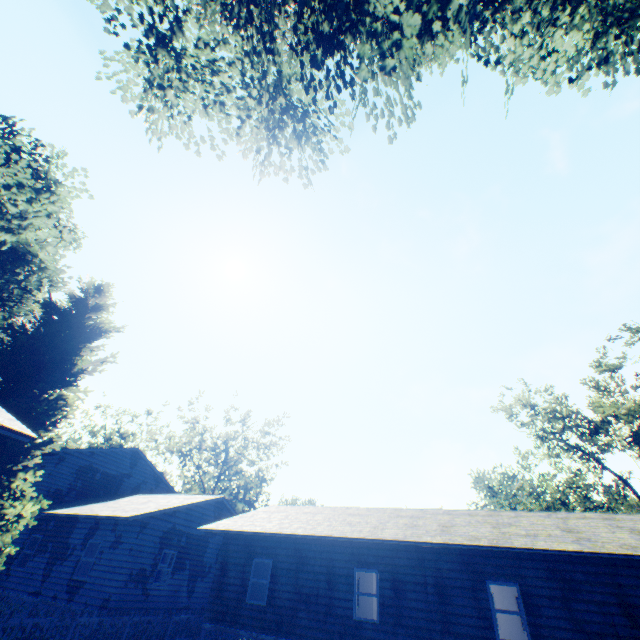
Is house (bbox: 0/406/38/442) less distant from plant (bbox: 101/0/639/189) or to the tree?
plant (bbox: 101/0/639/189)

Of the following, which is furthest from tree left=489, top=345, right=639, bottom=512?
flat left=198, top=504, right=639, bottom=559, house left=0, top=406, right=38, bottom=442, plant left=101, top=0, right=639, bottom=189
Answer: house left=0, top=406, right=38, bottom=442

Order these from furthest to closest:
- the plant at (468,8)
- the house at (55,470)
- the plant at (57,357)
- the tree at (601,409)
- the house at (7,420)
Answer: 1. the tree at (601,409)
2. the house at (55,470)
3. the plant at (57,357)
4. the plant at (468,8)
5. the house at (7,420)

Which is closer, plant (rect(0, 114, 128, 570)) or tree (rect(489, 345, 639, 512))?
plant (rect(0, 114, 128, 570))

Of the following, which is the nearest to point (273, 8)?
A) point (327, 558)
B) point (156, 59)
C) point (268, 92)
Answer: point (268, 92)

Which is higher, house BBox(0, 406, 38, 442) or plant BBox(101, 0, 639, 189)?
plant BBox(101, 0, 639, 189)

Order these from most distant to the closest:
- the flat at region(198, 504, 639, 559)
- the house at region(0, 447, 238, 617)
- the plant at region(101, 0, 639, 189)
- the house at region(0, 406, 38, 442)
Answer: the house at region(0, 447, 238, 617)
the plant at region(101, 0, 639, 189)
the flat at region(198, 504, 639, 559)
the house at region(0, 406, 38, 442)

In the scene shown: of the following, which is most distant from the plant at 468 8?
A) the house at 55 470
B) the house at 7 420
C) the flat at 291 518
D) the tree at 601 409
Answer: the flat at 291 518
